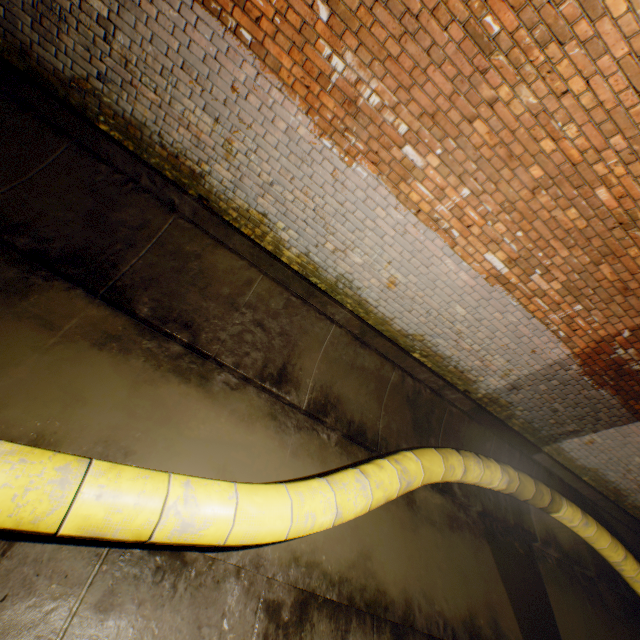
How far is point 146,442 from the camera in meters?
2.8

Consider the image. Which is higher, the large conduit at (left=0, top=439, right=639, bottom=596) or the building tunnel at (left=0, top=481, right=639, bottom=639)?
the large conduit at (left=0, top=439, right=639, bottom=596)

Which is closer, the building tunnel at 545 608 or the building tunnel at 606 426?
the building tunnel at 545 608

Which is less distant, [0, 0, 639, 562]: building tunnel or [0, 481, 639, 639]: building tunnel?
[0, 481, 639, 639]: building tunnel

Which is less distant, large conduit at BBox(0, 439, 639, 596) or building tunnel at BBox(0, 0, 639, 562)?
large conduit at BBox(0, 439, 639, 596)

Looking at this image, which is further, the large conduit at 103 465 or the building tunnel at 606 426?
the building tunnel at 606 426
